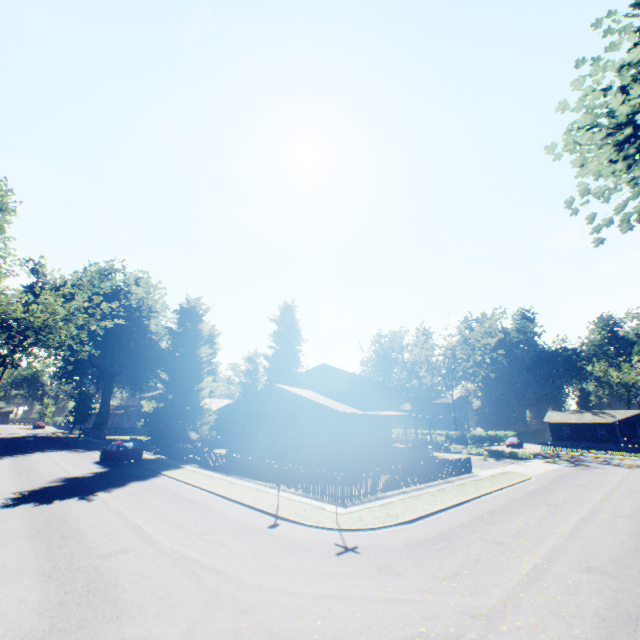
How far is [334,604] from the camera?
6.7m

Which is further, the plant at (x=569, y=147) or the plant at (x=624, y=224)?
the plant at (x=624, y=224)

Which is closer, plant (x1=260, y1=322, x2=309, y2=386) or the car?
the car

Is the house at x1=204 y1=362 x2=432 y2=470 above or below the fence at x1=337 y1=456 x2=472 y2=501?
above

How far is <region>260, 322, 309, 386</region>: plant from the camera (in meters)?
56.12

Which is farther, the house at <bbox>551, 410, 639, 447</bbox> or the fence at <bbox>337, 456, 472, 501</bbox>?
the house at <bbox>551, 410, 639, 447</bbox>

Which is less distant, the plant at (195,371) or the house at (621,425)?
the plant at (195,371)

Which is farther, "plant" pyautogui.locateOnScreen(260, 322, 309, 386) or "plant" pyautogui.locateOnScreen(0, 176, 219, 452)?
"plant" pyautogui.locateOnScreen(260, 322, 309, 386)
